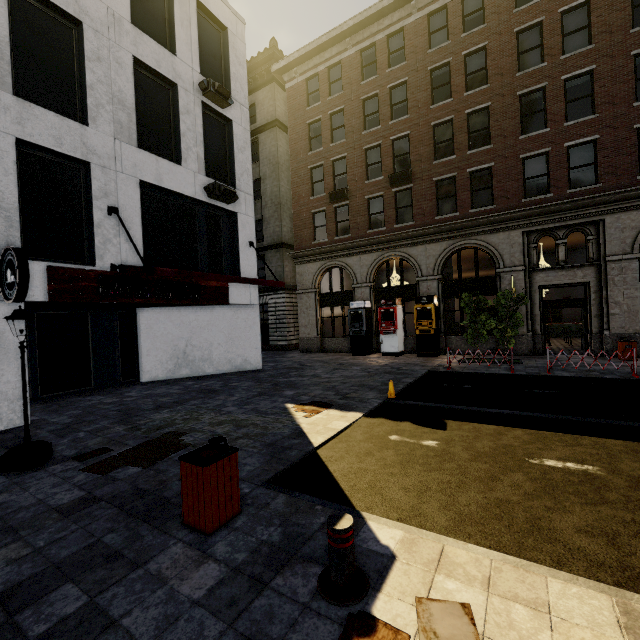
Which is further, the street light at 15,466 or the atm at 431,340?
the atm at 431,340

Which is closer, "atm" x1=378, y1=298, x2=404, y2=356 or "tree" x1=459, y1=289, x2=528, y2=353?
"tree" x1=459, y1=289, x2=528, y2=353

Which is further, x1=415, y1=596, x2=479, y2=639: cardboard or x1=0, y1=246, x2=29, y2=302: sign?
x1=0, y1=246, x2=29, y2=302: sign

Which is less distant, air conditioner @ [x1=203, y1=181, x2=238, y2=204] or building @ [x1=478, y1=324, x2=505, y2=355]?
air conditioner @ [x1=203, y1=181, x2=238, y2=204]

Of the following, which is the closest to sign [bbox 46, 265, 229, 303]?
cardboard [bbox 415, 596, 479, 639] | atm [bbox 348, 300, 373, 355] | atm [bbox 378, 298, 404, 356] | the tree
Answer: atm [bbox 348, 300, 373, 355]

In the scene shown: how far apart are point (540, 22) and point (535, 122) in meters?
4.6

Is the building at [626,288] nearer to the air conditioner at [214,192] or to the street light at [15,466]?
the air conditioner at [214,192]

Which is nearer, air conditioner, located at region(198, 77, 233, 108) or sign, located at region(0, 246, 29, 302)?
sign, located at region(0, 246, 29, 302)
